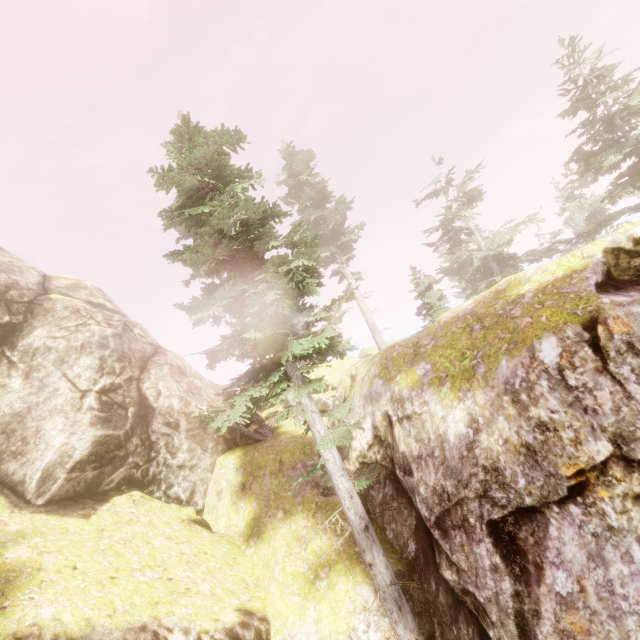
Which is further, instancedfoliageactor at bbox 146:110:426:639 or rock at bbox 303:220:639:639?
instancedfoliageactor at bbox 146:110:426:639

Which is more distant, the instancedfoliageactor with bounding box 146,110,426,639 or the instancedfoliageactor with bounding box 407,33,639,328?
the instancedfoliageactor with bounding box 407,33,639,328

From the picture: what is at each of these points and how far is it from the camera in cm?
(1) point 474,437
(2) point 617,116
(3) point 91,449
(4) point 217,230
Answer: (1) rock, 800
(2) instancedfoliageactor, 2034
(3) rock, 1155
(4) instancedfoliageactor, 850

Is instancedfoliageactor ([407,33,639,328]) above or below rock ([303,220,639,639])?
above

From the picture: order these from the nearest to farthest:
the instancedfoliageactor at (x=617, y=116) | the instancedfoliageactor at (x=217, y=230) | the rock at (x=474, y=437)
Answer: the rock at (x=474, y=437), the instancedfoliageactor at (x=217, y=230), the instancedfoliageactor at (x=617, y=116)

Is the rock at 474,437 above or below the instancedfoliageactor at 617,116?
below
